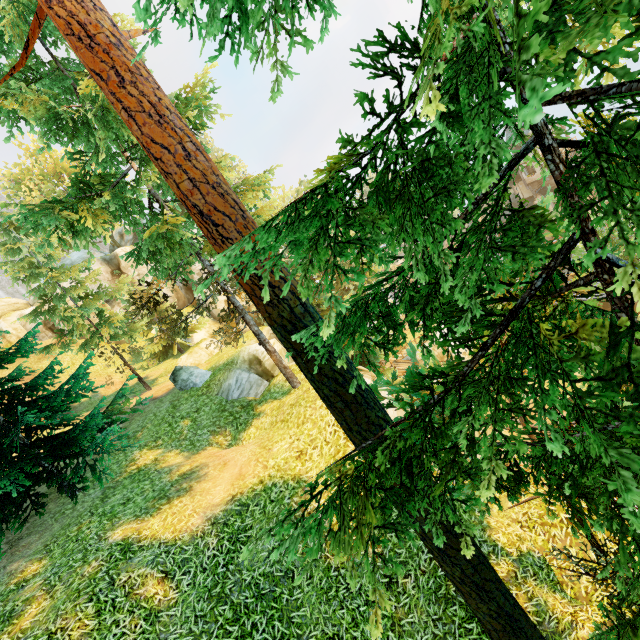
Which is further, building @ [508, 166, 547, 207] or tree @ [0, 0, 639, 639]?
building @ [508, 166, 547, 207]

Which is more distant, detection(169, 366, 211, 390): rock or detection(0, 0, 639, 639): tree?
detection(169, 366, 211, 390): rock

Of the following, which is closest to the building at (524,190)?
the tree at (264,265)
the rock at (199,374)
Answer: the tree at (264,265)

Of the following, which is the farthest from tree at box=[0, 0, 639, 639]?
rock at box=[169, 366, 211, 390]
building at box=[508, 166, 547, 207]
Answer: building at box=[508, 166, 547, 207]

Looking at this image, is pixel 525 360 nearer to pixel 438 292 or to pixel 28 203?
pixel 438 292

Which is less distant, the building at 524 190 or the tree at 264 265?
the tree at 264 265

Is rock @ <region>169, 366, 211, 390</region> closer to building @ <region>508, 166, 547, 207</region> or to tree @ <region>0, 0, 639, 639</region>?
tree @ <region>0, 0, 639, 639</region>

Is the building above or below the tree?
below
